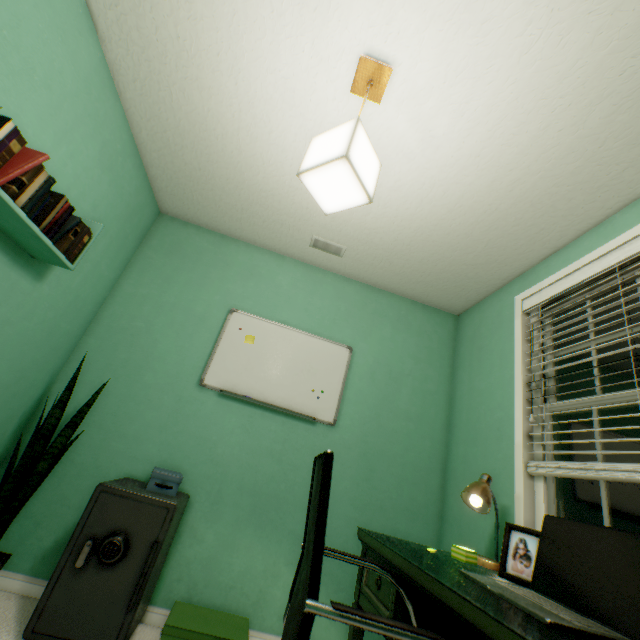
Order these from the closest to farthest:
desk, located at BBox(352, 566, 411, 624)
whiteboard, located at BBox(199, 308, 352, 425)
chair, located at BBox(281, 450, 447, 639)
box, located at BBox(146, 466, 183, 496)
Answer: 1. chair, located at BBox(281, 450, 447, 639)
2. desk, located at BBox(352, 566, 411, 624)
3. box, located at BBox(146, 466, 183, 496)
4. whiteboard, located at BBox(199, 308, 352, 425)

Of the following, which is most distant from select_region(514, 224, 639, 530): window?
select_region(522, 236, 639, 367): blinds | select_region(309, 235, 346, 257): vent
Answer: select_region(309, 235, 346, 257): vent

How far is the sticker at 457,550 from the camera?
1.4 meters

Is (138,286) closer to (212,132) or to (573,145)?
(212,132)

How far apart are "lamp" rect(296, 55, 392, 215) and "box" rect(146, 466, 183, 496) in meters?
1.6 m

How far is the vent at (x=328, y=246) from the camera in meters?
2.4

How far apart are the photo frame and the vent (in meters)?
1.91

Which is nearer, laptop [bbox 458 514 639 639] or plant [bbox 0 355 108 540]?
laptop [bbox 458 514 639 639]
